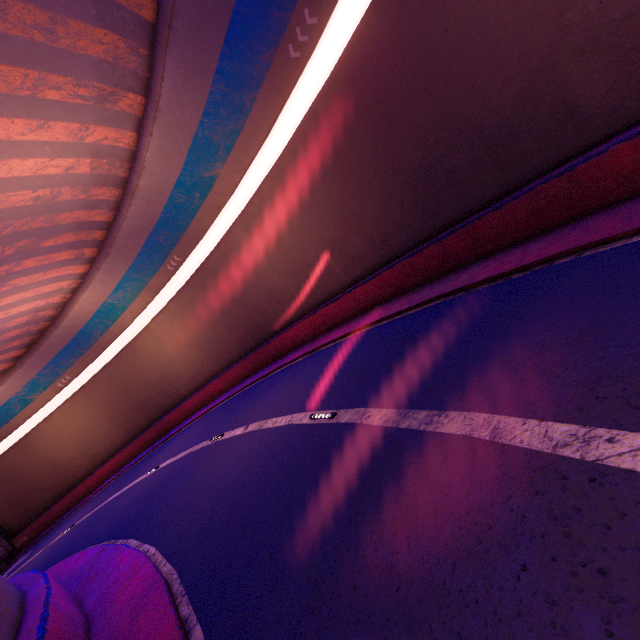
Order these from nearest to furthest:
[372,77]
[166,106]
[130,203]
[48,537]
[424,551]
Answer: [424,551] < [372,77] < [166,106] < [130,203] < [48,537]
